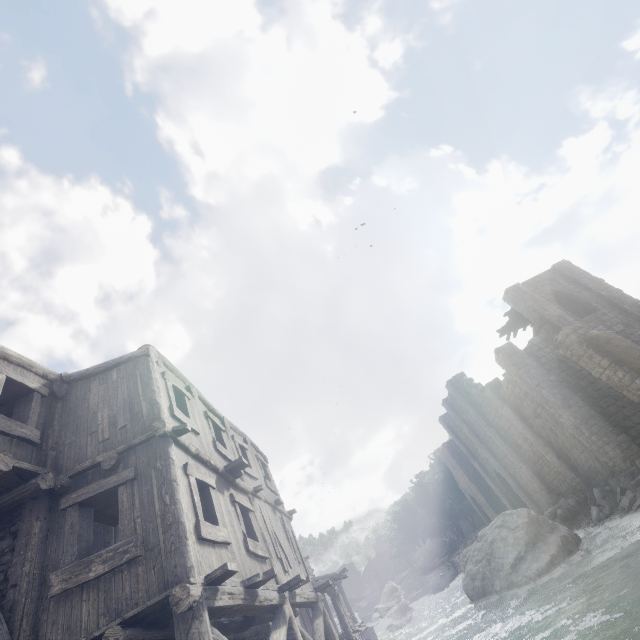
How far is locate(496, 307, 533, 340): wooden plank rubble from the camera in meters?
26.8 m

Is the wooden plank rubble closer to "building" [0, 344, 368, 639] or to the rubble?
"building" [0, 344, 368, 639]

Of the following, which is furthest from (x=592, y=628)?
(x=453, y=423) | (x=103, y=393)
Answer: (x=453, y=423)

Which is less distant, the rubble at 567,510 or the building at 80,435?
the building at 80,435

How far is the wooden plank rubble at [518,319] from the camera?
26.77m

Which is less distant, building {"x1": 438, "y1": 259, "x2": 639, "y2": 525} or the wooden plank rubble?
building {"x1": 438, "y1": 259, "x2": 639, "y2": 525}

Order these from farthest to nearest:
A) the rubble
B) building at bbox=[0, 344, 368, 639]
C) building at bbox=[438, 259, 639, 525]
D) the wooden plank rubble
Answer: the wooden plank rubble
building at bbox=[438, 259, 639, 525]
the rubble
building at bbox=[0, 344, 368, 639]
